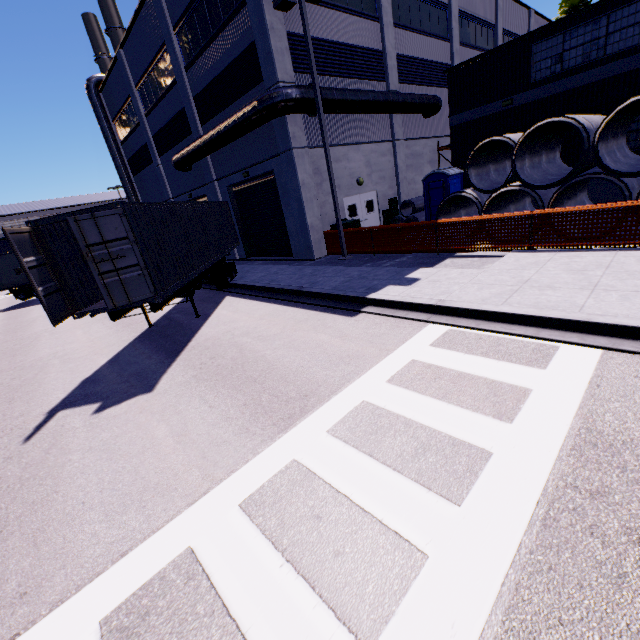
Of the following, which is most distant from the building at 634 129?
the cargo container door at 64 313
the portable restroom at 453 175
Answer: the cargo container door at 64 313

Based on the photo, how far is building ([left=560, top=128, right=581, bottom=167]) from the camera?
14.6m

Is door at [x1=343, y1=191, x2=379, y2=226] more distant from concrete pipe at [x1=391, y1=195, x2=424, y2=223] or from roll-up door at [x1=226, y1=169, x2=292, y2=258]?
roll-up door at [x1=226, y1=169, x2=292, y2=258]

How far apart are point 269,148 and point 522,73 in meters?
12.5 m

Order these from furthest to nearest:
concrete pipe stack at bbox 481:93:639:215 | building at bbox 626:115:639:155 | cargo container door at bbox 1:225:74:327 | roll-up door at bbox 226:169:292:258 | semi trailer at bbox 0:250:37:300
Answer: semi trailer at bbox 0:250:37:300, roll-up door at bbox 226:169:292:258, building at bbox 626:115:639:155, concrete pipe stack at bbox 481:93:639:215, cargo container door at bbox 1:225:74:327

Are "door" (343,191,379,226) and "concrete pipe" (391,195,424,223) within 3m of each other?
yes

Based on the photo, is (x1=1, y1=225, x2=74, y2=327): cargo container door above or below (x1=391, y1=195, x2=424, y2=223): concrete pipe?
above

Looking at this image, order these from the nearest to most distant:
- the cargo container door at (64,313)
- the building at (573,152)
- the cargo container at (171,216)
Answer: the cargo container door at (64,313), the cargo container at (171,216), the building at (573,152)
